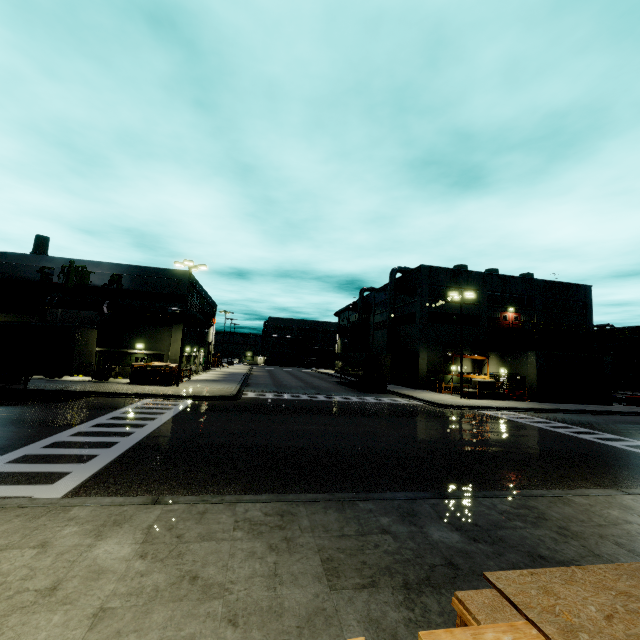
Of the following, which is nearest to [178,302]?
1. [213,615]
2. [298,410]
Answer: [298,410]

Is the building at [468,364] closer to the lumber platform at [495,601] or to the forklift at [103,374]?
the forklift at [103,374]

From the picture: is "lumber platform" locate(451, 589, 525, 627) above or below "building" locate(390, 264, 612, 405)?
below

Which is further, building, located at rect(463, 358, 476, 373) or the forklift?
building, located at rect(463, 358, 476, 373)

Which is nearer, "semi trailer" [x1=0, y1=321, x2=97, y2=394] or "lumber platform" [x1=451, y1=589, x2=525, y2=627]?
"lumber platform" [x1=451, y1=589, x2=525, y2=627]

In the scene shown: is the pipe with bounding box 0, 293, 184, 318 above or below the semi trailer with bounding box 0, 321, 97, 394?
above

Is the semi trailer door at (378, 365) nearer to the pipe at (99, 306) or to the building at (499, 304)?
the building at (499, 304)

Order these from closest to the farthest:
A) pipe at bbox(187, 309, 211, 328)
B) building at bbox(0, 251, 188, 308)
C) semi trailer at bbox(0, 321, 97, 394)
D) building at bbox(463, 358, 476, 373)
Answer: semi trailer at bbox(0, 321, 97, 394) → building at bbox(0, 251, 188, 308) → pipe at bbox(187, 309, 211, 328) → building at bbox(463, 358, 476, 373)
